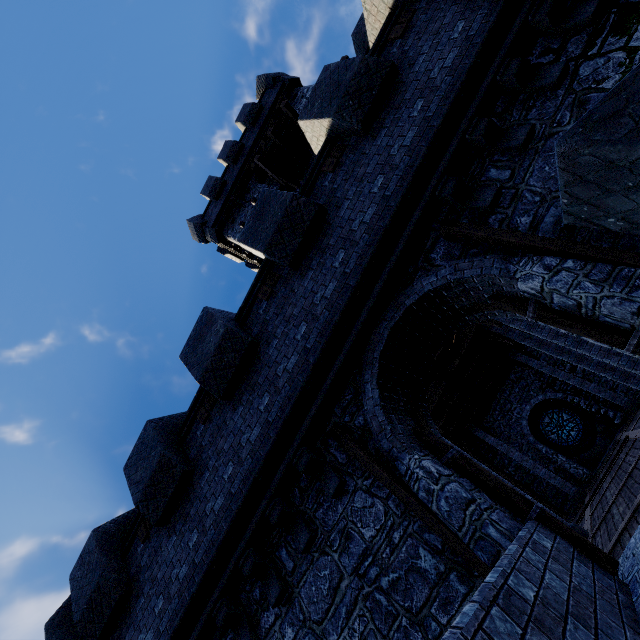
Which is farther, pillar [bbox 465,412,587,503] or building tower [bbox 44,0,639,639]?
pillar [bbox 465,412,587,503]

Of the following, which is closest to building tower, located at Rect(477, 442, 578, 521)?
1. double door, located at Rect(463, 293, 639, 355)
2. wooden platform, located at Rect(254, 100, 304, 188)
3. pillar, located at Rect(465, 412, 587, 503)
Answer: double door, located at Rect(463, 293, 639, 355)

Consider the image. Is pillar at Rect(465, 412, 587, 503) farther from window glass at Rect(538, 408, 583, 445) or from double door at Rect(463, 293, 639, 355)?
double door at Rect(463, 293, 639, 355)

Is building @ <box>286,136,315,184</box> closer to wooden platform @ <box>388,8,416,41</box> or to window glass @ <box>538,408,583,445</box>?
wooden platform @ <box>388,8,416,41</box>

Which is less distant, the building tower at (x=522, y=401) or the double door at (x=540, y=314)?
the double door at (x=540, y=314)

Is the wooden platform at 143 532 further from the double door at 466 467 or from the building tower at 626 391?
the double door at 466 467

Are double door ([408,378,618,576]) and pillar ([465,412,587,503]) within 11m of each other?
no

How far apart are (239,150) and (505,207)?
19.0m
